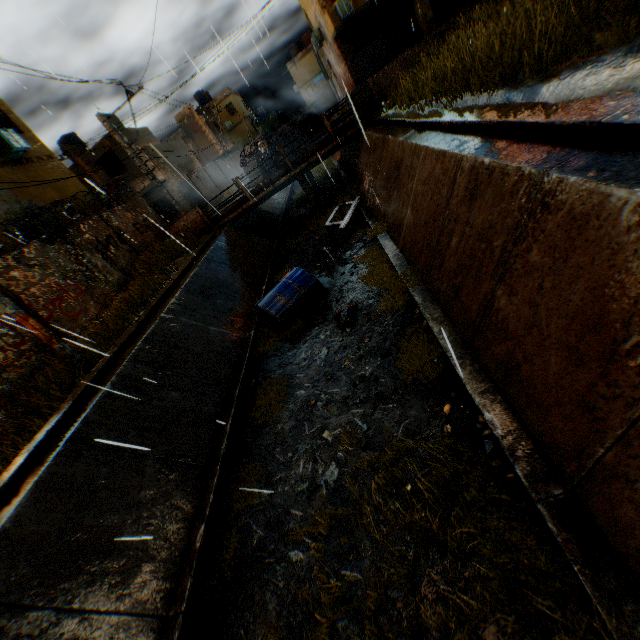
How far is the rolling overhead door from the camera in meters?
20.8 m

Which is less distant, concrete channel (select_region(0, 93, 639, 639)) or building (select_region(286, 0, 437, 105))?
concrete channel (select_region(0, 93, 639, 639))

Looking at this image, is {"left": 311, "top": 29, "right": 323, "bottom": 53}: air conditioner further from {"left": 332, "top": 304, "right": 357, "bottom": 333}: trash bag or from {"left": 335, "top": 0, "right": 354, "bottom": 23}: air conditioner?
{"left": 332, "top": 304, "right": 357, "bottom": 333}: trash bag

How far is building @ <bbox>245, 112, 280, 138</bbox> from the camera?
45.12m

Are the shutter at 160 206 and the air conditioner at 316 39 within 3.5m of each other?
no

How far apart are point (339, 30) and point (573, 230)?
23.52m

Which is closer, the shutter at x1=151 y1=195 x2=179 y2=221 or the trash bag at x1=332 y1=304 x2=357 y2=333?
the trash bag at x1=332 y1=304 x2=357 y2=333

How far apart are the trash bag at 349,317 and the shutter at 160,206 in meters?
22.9 m
